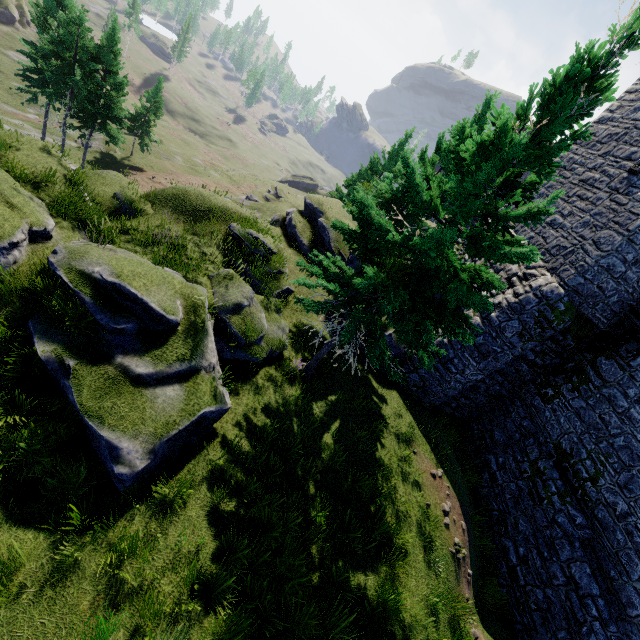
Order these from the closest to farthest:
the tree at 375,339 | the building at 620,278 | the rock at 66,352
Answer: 1. the tree at 375,339
2. the rock at 66,352
3. the building at 620,278

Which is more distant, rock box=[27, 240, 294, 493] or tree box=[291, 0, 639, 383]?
rock box=[27, 240, 294, 493]

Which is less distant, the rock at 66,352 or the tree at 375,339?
the tree at 375,339

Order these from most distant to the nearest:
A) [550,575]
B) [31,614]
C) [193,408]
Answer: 1. [550,575]
2. [193,408]
3. [31,614]

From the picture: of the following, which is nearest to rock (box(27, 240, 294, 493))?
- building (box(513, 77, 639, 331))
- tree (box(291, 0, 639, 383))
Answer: tree (box(291, 0, 639, 383))

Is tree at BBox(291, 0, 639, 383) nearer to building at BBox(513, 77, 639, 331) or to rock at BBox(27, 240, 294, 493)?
rock at BBox(27, 240, 294, 493)
